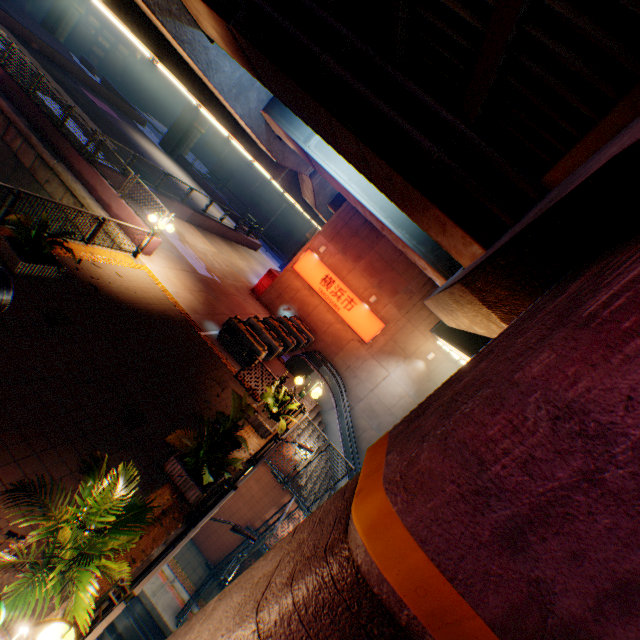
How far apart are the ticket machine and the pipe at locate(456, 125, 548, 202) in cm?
1036

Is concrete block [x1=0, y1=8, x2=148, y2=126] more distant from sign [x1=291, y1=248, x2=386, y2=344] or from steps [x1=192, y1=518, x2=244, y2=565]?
steps [x1=192, y1=518, x2=244, y2=565]

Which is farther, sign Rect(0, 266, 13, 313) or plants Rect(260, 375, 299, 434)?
plants Rect(260, 375, 299, 434)

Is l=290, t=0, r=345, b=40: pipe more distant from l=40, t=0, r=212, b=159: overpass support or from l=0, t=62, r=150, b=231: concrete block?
l=0, t=62, r=150, b=231: concrete block

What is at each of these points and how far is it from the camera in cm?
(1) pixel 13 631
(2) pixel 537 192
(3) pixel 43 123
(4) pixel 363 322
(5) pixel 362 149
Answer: (1) flower bed, 356
(2) pipe, 515
(3) concrete block, 1493
(4) sign, 1911
(5) overpass support, 650

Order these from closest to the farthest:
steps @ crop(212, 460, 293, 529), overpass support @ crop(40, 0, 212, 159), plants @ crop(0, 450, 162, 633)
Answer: plants @ crop(0, 450, 162, 633), steps @ crop(212, 460, 293, 529), overpass support @ crop(40, 0, 212, 159)

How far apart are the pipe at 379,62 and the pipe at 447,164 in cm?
32

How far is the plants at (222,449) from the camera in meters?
6.6
